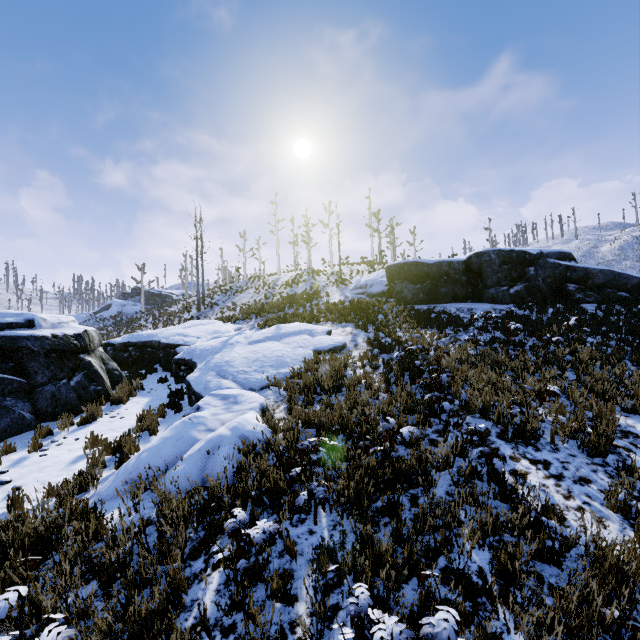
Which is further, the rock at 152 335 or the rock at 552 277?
the rock at 552 277

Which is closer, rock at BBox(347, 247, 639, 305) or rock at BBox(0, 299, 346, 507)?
rock at BBox(0, 299, 346, 507)

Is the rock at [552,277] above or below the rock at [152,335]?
above

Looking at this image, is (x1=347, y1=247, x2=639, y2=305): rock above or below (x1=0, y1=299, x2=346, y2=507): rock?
above

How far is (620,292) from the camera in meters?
15.4
